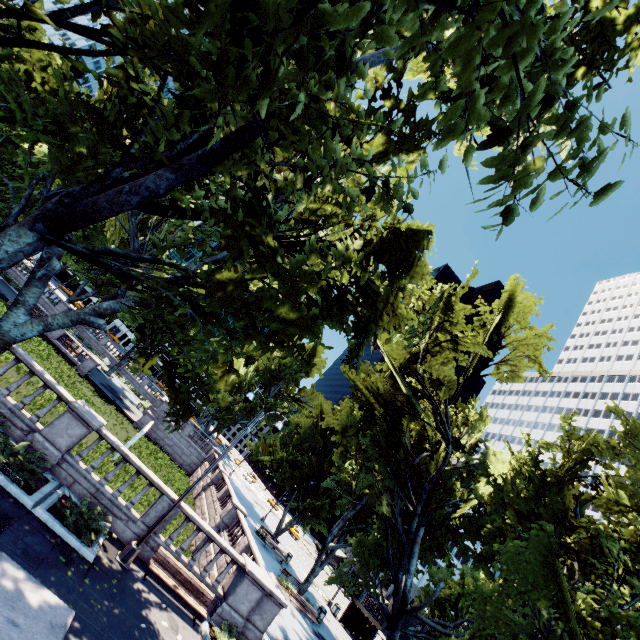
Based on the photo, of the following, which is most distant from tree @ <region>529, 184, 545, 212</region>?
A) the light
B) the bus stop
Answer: the bus stop

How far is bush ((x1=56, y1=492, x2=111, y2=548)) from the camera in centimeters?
1031cm

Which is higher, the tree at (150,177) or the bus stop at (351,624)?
the tree at (150,177)

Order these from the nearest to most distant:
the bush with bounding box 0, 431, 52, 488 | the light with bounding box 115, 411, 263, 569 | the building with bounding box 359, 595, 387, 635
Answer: the bush with bounding box 0, 431, 52, 488 < the light with bounding box 115, 411, 263, 569 < the building with bounding box 359, 595, 387, 635

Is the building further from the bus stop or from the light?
the light

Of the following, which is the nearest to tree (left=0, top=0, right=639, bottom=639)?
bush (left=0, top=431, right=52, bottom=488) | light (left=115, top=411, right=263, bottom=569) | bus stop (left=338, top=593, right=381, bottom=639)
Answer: bush (left=0, top=431, right=52, bottom=488)

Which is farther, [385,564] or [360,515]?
[360,515]

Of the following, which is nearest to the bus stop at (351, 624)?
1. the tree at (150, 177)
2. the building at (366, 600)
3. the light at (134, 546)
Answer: the building at (366, 600)
